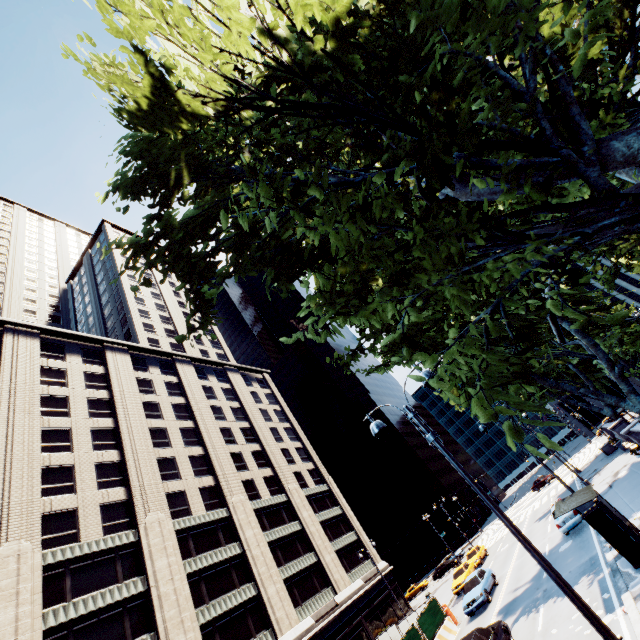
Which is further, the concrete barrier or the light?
the concrete barrier

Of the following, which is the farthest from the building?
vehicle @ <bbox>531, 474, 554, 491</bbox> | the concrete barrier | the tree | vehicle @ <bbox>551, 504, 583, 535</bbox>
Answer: vehicle @ <bbox>531, 474, 554, 491</bbox>

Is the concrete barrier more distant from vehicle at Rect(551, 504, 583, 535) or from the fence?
vehicle at Rect(551, 504, 583, 535)

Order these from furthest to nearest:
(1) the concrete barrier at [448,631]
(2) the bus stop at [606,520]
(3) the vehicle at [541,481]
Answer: (3) the vehicle at [541,481], (1) the concrete barrier at [448,631], (2) the bus stop at [606,520]

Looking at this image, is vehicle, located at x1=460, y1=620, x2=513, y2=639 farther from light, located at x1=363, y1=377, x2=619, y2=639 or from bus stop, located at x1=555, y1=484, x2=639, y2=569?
light, located at x1=363, y1=377, x2=619, y2=639

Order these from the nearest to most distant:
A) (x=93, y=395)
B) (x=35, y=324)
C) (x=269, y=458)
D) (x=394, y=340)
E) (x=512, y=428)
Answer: (x=512, y=428) < (x=394, y=340) < (x=93, y=395) < (x=35, y=324) < (x=269, y=458)

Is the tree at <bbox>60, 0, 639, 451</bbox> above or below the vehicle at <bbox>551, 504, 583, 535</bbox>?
above

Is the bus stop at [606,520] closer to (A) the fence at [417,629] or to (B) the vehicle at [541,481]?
(A) the fence at [417,629]
